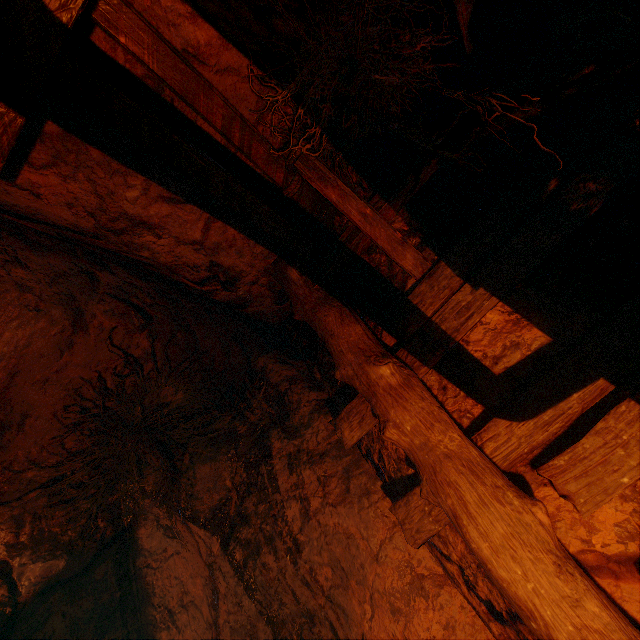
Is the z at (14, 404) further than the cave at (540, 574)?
Yes

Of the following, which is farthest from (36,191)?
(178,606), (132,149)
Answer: (178,606)

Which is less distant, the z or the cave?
the cave
